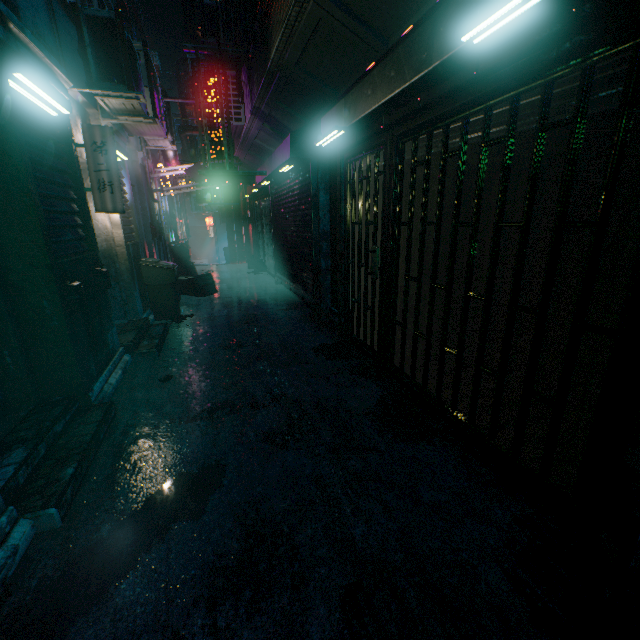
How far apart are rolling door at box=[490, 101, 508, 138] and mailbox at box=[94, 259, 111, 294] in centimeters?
285cm

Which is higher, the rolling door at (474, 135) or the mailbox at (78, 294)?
the rolling door at (474, 135)

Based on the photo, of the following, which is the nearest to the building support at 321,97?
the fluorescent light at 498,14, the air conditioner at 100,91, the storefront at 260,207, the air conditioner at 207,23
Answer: the storefront at 260,207

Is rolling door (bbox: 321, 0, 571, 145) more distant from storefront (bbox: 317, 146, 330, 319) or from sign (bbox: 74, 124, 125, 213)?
sign (bbox: 74, 124, 125, 213)

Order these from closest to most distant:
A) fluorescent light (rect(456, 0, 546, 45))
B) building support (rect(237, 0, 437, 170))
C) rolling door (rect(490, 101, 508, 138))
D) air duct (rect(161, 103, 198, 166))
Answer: fluorescent light (rect(456, 0, 546, 45)) → rolling door (rect(490, 101, 508, 138)) → building support (rect(237, 0, 437, 170)) → air duct (rect(161, 103, 198, 166))

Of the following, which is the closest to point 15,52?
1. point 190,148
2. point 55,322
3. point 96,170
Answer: point 96,170

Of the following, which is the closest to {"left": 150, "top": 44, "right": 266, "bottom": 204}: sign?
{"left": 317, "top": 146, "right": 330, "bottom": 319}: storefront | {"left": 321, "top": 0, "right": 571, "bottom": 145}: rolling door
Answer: {"left": 317, "top": 146, "right": 330, "bottom": 319}: storefront
